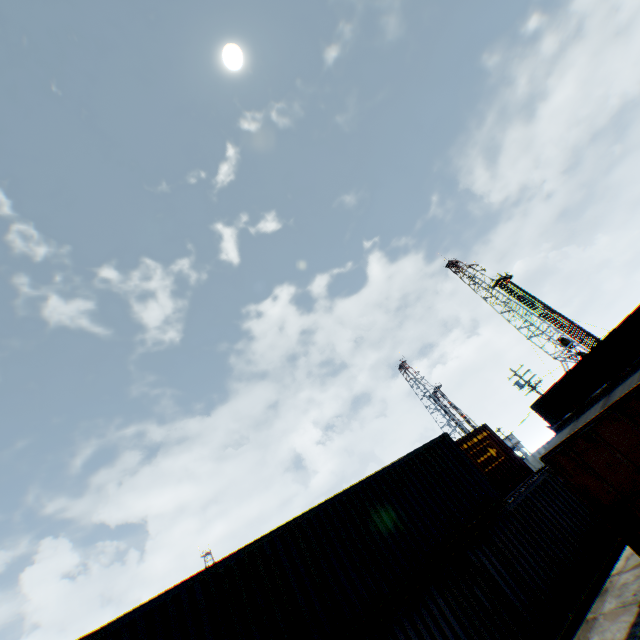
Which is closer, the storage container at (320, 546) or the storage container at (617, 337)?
the storage container at (320, 546)

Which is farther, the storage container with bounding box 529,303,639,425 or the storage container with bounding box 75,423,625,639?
the storage container with bounding box 529,303,639,425

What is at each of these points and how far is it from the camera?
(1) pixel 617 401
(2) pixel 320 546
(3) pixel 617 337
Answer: (1) train, 7.80m
(2) storage container, 8.87m
(3) storage container, 19.89m

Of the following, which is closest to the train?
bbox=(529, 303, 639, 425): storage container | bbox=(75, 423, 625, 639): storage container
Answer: bbox=(75, 423, 625, 639): storage container

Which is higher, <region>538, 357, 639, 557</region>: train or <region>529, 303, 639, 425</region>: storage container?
<region>529, 303, 639, 425</region>: storage container

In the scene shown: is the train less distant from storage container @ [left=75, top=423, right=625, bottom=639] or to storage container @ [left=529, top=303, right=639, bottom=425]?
storage container @ [left=75, top=423, right=625, bottom=639]

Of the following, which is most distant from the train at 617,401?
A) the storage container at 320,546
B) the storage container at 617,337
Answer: the storage container at 617,337
